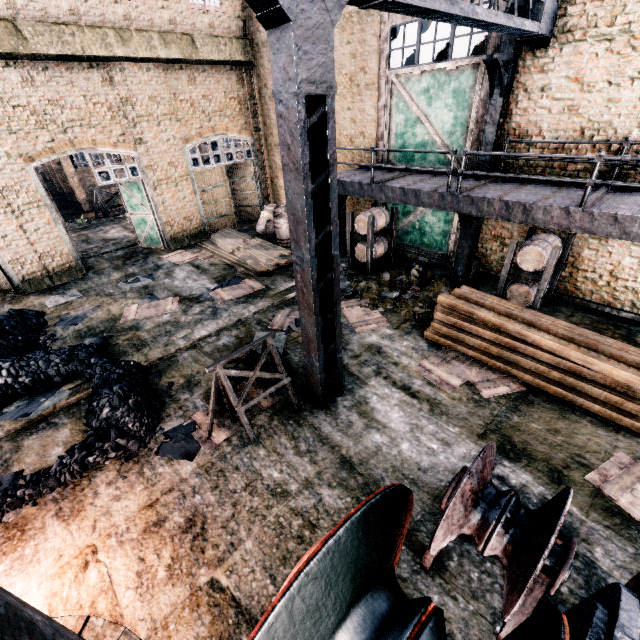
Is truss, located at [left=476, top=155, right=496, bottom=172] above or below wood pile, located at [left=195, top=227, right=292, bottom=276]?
above

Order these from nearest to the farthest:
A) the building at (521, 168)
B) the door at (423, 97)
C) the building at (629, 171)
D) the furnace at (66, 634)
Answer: the furnace at (66, 634) → the building at (629, 171) → the building at (521, 168) → the door at (423, 97)

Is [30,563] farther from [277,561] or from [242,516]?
[277,561]

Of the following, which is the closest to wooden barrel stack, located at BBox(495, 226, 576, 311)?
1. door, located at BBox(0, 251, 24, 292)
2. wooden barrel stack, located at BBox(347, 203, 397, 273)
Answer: wooden barrel stack, located at BBox(347, 203, 397, 273)

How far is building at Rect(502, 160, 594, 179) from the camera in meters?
9.3

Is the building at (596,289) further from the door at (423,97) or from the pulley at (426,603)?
the pulley at (426,603)

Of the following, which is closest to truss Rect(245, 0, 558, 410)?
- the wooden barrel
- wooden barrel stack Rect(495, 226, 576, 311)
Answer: wooden barrel stack Rect(495, 226, 576, 311)

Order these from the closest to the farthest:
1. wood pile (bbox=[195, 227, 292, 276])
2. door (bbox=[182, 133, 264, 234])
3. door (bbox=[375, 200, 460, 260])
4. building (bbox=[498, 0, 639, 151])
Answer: A: building (bbox=[498, 0, 639, 151]) → door (bbox=[375, 200, 460, 260]) → wood pile (bbox=[195, 227, 292, 276]) → door (bbox=[182, 133, 264, 234])
